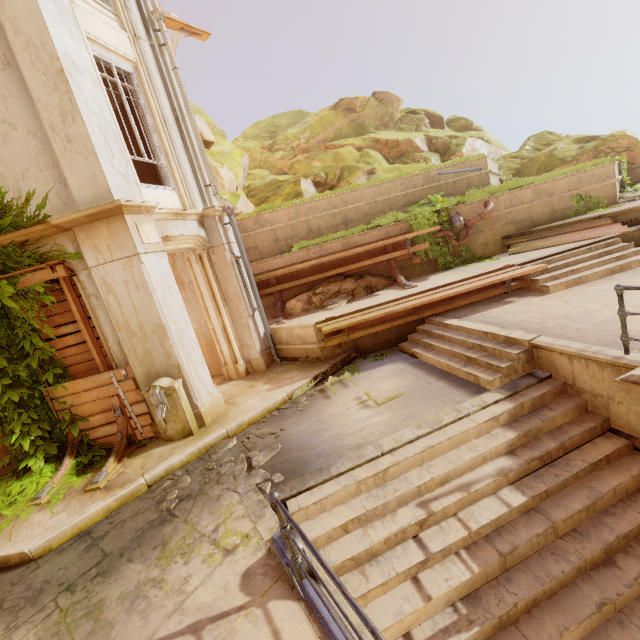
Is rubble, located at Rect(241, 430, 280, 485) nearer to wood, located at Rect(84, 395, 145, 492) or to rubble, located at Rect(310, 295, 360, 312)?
wood, located at Rect(84, 395, 145, 492)

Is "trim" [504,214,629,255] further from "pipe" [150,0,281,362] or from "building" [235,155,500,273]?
"pipe" [150,0,281,362]

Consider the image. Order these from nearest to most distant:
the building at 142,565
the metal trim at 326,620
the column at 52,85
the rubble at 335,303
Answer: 1. the metal trim at 326,620
2. the building at 142,565
3. the column at 52,85
4. the rubble at 335,303

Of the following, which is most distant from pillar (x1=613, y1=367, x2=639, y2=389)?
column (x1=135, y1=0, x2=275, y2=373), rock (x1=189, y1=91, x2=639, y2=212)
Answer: rock (x1=189, y1=91, x2=639, y2=212)

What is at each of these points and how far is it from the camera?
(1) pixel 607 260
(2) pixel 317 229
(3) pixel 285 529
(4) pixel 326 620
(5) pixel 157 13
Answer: (1) stairs, 8.1 meters
(2) building, 11.5 meters
(3) fence, 2.9 meters
(4) metal trim, 2.7 meters
(5) pipe, 7.4 meters

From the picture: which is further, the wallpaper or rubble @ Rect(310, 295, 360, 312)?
rubble @ Rect(310, 295, 360, 312)

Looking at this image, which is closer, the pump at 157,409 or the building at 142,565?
the building at 142,565

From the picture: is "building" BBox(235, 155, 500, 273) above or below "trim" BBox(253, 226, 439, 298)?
above
